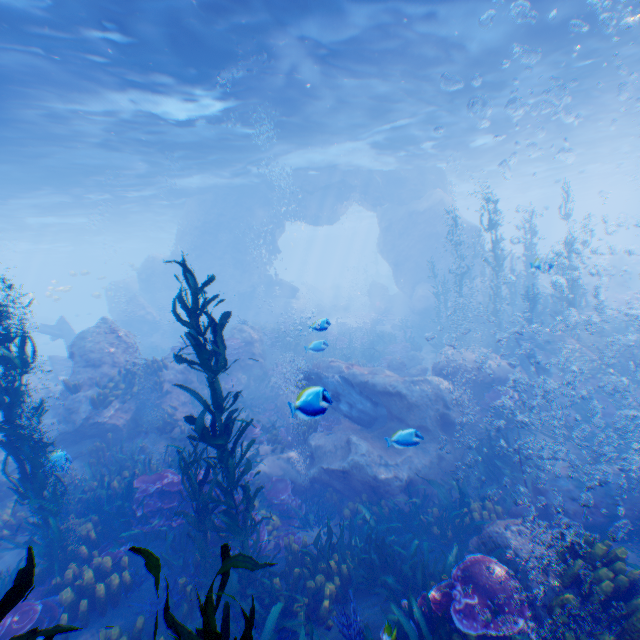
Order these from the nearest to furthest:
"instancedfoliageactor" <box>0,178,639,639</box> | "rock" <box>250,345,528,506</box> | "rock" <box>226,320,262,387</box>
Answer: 1. "instancedfoliageactor" <box>0,178,639,639</box>
2. "rock" <box>250,345,528,506</box>
3. "rock" <box>226,320,262,387</box>

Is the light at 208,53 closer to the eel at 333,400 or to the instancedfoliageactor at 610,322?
the instancedfoliageactor at 610,322

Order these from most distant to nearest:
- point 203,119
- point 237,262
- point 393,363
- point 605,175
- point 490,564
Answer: point 605,175, point 237,262, point 393,363, point 203,119, point 490,564

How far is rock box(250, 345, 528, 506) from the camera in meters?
8.6

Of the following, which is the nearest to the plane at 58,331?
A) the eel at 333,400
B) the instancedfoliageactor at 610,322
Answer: the instancedfoliageactor at 610,322

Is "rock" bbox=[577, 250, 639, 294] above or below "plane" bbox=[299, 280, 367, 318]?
above

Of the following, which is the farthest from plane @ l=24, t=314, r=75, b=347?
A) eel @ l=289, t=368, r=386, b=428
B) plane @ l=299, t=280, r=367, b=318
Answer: plane @ l=299, t=280, r=367, b=318
